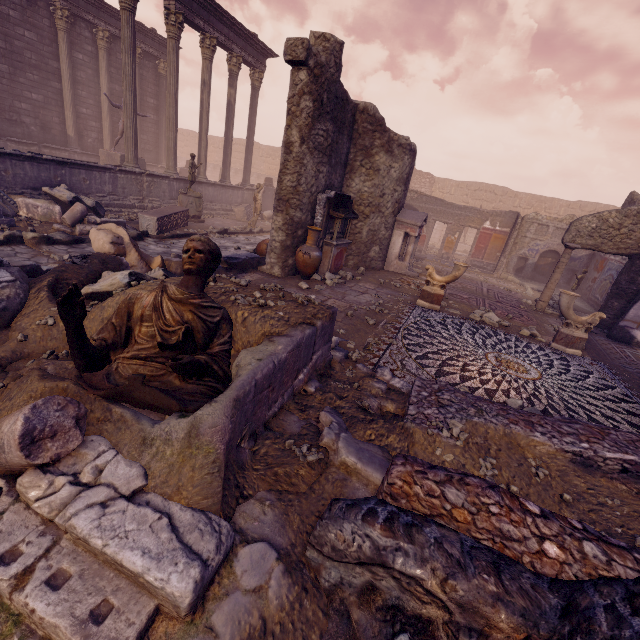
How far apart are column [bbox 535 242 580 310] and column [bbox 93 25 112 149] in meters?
21.1 m

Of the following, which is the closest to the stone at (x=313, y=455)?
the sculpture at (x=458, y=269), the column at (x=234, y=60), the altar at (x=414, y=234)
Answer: the sculpture at (x=458, y=269)

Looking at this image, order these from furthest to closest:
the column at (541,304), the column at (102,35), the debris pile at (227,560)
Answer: the column at (102,35)
the column at (541,304)
the debris pile at (227,560)

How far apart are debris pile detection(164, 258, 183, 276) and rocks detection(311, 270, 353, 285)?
1.4m

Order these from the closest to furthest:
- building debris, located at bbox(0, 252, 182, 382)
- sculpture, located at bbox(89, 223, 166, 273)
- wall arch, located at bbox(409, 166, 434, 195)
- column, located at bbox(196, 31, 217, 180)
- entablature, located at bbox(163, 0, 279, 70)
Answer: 1. building debris, located at bbox(0, 252, 182, 382)
2. sculpture, located at bbox(89, 223, 166, 273)
3. entablature, located at bbox(163, 0, 279, 70)
4. column, located at bbox(196, 31, 217, 180)
5. wall arch, located at bbox(409, 166, 434, 195)

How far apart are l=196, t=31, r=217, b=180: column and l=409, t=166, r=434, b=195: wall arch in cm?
1659

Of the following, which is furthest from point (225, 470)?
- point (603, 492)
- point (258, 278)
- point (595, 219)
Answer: point (595, 219)
